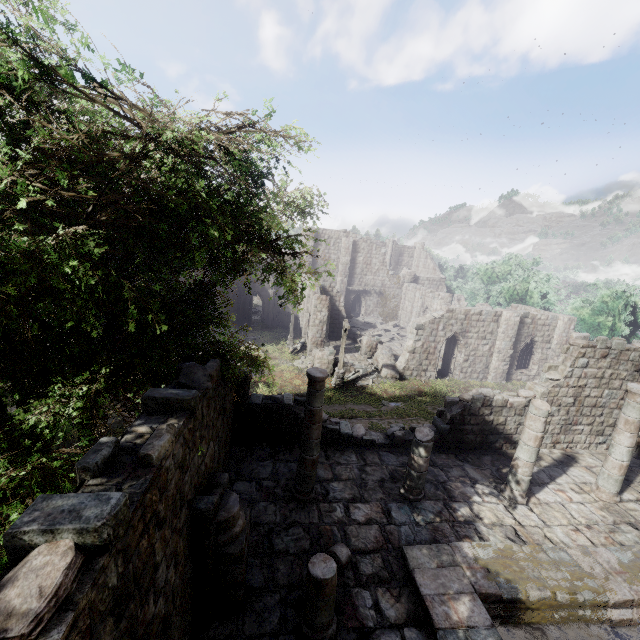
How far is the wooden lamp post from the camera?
21.50m

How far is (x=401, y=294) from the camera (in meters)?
44.56

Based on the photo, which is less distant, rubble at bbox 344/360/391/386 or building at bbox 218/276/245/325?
rubble at bbox 344/360/391/386

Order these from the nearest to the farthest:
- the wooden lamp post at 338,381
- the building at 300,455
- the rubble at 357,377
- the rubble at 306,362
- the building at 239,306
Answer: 1. the building at 300,455
2. the wooden lamp post at 338,381
3. the rubble at 357,377
4. the rubble at 306,362
5. the building at 239,306

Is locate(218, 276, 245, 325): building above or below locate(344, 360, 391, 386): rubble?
above

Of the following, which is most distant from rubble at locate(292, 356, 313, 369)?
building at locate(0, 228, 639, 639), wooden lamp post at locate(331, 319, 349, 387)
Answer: wooden lamp post at locate(331, 319, 349, 387)

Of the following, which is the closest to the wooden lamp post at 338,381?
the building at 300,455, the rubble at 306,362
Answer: the building at 300,455

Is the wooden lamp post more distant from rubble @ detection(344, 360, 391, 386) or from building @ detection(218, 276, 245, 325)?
building @ detection(218, 276, 245, 325)
